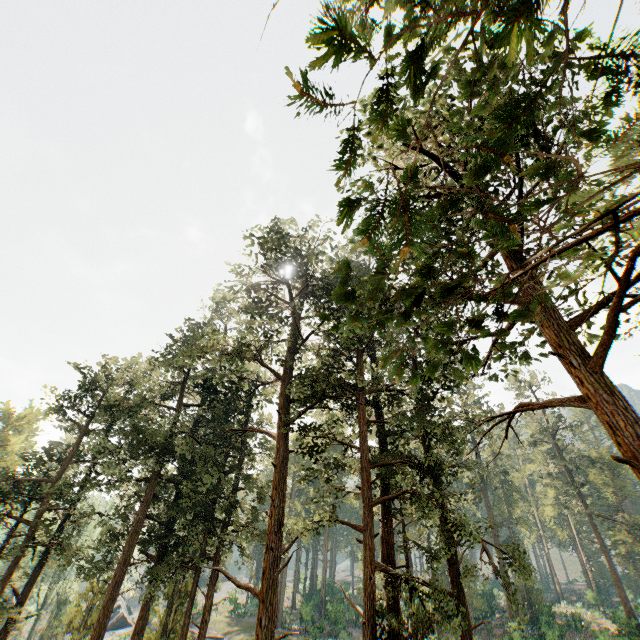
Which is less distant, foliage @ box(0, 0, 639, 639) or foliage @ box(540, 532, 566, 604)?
foliage @ box(0, 0, 639, 639)

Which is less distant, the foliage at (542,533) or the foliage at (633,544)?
the foliage at (633,544)

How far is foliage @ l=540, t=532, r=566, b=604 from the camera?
54.7 meters

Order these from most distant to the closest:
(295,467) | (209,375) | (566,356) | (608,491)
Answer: (295,467) < (608,491) < (209,375) < (566,356)

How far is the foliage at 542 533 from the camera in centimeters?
5469cm
